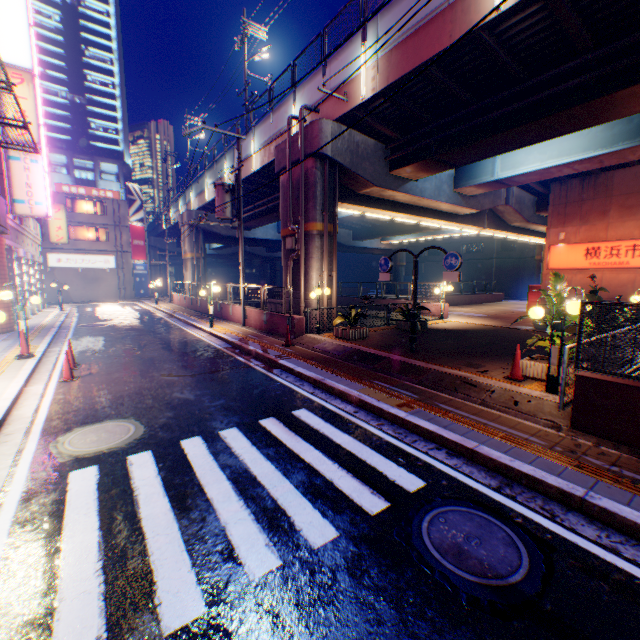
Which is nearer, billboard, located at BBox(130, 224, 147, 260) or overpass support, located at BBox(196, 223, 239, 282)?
overpass support, located at BBox(196, 223, 239, 282)

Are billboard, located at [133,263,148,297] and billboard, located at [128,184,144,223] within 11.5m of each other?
yes

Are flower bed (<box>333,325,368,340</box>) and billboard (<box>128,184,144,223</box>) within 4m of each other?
no

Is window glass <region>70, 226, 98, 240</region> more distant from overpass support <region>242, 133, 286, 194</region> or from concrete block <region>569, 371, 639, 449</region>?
concrete block <region>569, 371, 639, 449</region>

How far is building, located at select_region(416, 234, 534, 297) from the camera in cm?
4694

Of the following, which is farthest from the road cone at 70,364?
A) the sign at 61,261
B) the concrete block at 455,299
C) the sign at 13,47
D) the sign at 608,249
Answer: the sign at 61,261

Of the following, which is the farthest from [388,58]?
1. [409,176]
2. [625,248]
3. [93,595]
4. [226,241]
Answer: [226,241]

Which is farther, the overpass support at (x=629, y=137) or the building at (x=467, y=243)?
the building at (x=467, y=243)
